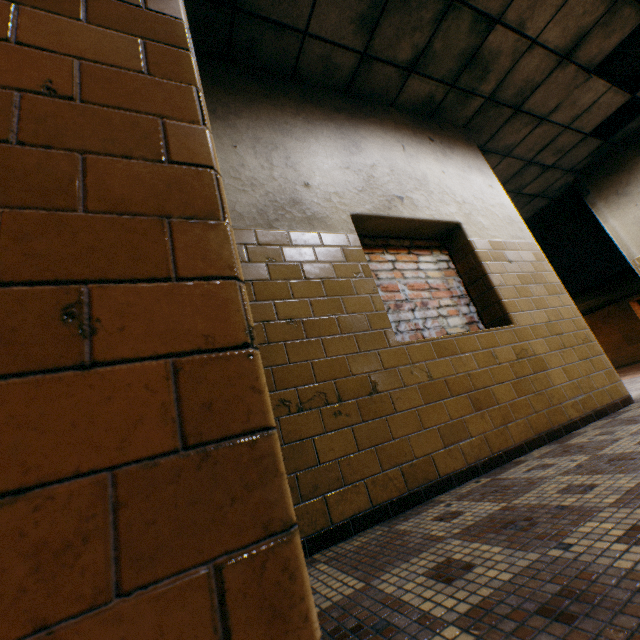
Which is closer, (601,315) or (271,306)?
(271,306)
